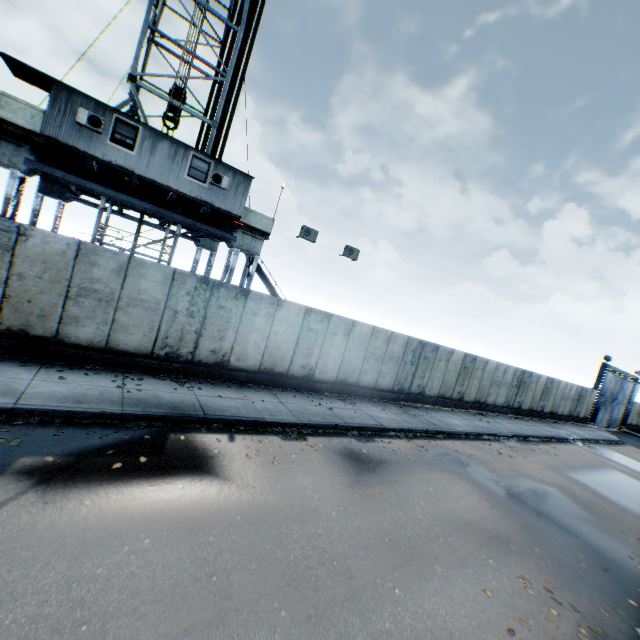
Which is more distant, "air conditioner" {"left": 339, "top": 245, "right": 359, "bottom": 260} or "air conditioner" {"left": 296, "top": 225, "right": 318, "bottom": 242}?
"air conditioner" {"left": 339, "top": 245, "right": 359, "bottom": 260}

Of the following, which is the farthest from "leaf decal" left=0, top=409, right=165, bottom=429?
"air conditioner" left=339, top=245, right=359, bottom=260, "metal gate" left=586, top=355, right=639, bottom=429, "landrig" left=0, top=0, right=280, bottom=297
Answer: "metal gate" left=586, top=355, right=639, bottom=429

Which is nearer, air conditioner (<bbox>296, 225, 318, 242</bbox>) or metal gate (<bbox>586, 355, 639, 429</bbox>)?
air conditioner (<bbox>296, 225, 318, 242</bbox>)

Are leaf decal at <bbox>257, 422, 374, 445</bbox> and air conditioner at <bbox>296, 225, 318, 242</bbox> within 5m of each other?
no

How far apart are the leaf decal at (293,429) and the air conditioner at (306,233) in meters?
8.9 m

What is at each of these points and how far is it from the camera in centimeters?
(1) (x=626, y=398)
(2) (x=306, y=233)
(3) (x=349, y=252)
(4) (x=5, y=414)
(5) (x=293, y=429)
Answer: (1) metal gate, 3541cm
(2) air conditioner, 1545cm
(3) air conditioner, 1691cm
(4) leaf decal, 622cm
(5) leaf decal, 966cm

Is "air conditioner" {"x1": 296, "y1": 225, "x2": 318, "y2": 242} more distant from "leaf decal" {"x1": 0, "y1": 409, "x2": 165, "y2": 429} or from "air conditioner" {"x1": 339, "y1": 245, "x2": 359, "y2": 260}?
"leaf decal" {"x1": 0, "y1": 409, "x2": 165, "y2": 429}

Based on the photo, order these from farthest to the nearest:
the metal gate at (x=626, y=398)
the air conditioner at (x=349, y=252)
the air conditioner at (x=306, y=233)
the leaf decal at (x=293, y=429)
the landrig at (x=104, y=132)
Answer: the metal gate at (x=626, y=398), the air conditioner at (x=349, y=252), the air conditioner at (x=306, y=233), the landrig at (x=104, y=132), the leaf decal at (x=293, y=429)
